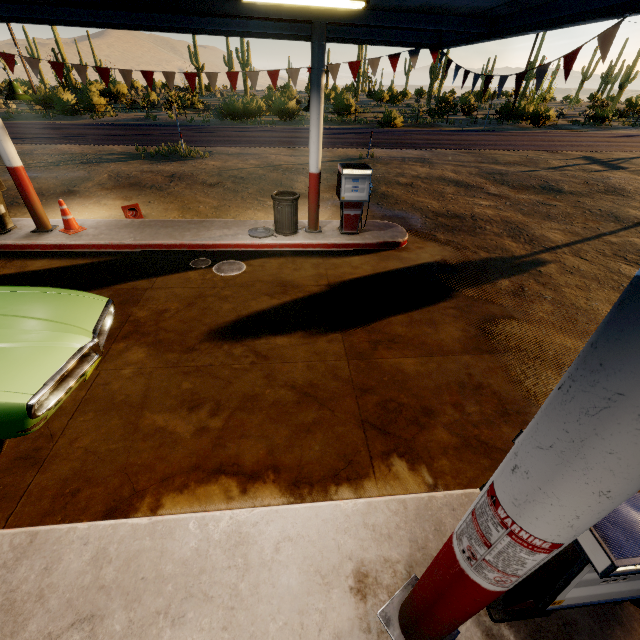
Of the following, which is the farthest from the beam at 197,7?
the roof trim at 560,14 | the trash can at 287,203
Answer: the trash can at 287,203

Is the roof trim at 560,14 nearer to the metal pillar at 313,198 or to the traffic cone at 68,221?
the metal pillar at 313,198

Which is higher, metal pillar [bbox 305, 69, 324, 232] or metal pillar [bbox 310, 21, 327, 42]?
metal pillar [bbox 310, 21, 327, 42]

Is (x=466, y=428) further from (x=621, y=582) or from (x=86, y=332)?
(x=86, y=332)

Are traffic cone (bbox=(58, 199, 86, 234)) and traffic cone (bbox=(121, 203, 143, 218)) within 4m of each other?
yes

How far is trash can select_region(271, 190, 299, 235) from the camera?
7.3 meters

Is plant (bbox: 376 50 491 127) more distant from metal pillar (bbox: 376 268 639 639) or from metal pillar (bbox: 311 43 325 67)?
metal pillar (bbox: 376 268 639 639)

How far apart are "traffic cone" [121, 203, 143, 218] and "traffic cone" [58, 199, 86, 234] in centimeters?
106cm
